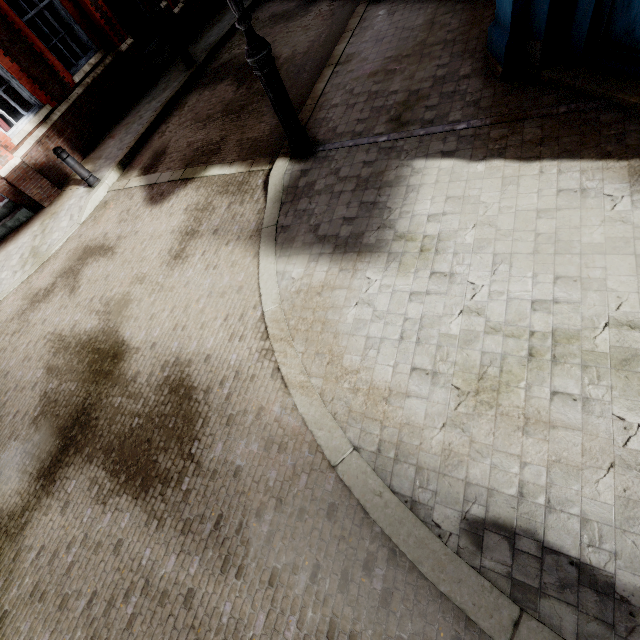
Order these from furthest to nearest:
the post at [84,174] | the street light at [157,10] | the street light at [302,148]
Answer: the street light at [157,10] < the post at [84,174] < the street light at [302,148]

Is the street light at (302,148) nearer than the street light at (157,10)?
Yes

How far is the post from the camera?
6.9m

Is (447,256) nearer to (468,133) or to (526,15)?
(468,133)

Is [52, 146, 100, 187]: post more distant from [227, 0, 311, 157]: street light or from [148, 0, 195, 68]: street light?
[227, 0, 311, 157]: street light

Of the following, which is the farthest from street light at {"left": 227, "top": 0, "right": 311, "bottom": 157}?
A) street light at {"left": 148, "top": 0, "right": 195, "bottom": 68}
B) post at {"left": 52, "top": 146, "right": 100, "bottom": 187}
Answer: street light at {"left": 148, "top": 0, "right": 195, "bottom": 68}

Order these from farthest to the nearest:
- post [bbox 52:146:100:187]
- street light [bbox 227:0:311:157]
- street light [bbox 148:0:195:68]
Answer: street light [bbox 148:0:195:68]
post [bbox 52:146:100:187]
street light [bbox 227:0:311:157]
